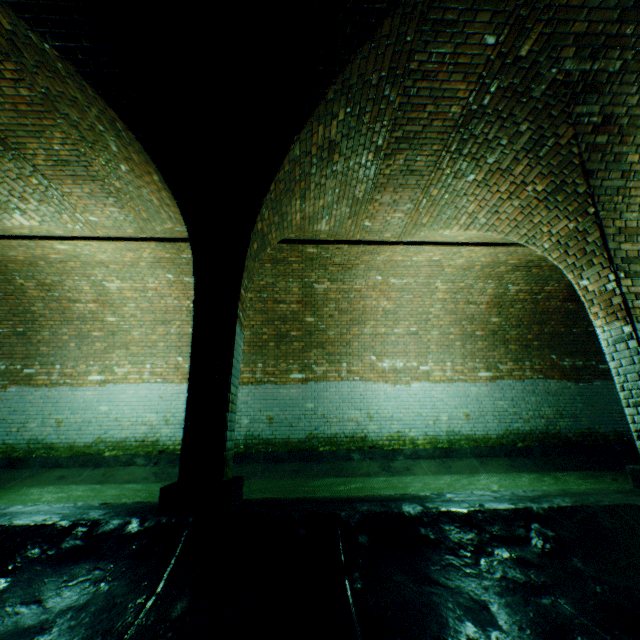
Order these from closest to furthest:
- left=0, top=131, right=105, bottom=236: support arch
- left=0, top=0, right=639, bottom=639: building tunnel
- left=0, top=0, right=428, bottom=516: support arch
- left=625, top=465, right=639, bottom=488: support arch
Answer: left=0, top=0, right=639, bottom=639: building tunnel → left=0, top=0, right=428, bottom=516: support arch → left=625, top=465, right=639, bottom=488: support arch → left=0, top=131, right=105, bottom=236: support arch

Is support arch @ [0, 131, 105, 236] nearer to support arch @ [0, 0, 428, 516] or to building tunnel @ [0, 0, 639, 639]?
building tunnel @ [0, 0, 639, 639]

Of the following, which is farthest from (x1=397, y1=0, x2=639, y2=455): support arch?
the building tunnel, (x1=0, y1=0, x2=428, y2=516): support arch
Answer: (x1=0, y1=0, x2=428, y2=516): support arch

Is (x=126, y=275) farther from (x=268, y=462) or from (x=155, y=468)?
(x=268, y=462)

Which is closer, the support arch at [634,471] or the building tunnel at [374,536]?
the building tunnel at [374,536]

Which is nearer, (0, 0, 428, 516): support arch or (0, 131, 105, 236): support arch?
(0, 0, 428, 516): support arch

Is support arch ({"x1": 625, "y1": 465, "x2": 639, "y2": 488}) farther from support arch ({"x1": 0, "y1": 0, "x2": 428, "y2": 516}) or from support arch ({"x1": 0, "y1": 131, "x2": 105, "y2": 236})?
support arch ({"x1": 0, "y1": 131, "x2": 105, "y2": 236})

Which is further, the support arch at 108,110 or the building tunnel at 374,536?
the support arch at 108,110
